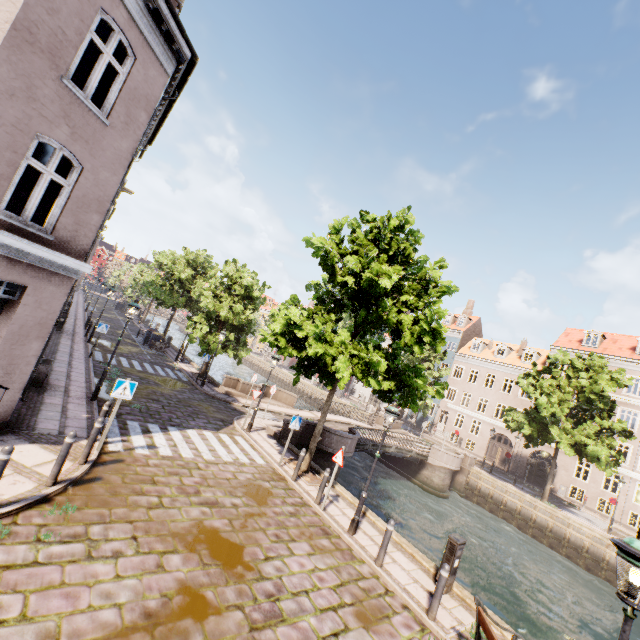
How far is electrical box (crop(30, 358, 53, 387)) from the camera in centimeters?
1077cm

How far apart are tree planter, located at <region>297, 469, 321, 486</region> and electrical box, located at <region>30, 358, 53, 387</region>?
8.6m

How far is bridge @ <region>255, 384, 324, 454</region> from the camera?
15.4m

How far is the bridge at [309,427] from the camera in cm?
1541

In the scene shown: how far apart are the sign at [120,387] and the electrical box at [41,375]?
4.6m

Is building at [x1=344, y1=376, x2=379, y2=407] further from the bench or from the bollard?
the bollard

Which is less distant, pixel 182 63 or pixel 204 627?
pixel 204 627

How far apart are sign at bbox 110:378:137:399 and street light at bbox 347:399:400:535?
6.87m
